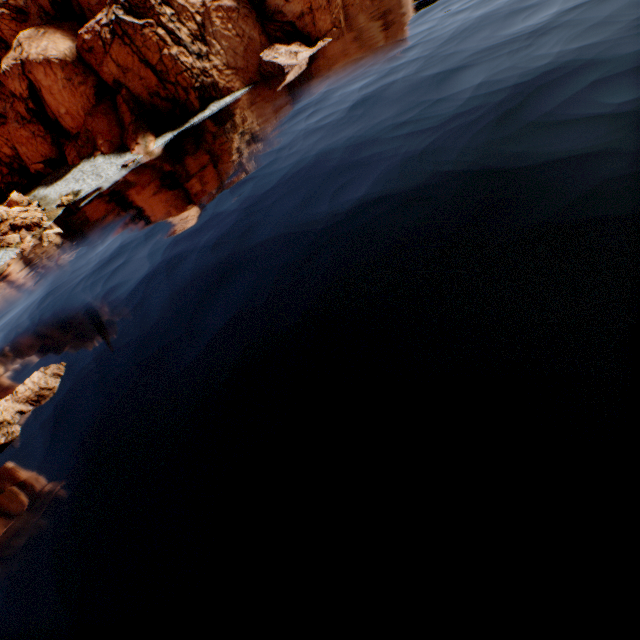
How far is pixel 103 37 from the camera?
44.16m

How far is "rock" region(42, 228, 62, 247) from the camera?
34.6 meters

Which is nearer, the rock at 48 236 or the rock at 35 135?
the rock at 48 236

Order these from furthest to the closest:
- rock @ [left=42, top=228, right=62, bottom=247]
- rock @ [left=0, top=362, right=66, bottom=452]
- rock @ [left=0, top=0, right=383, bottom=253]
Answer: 1. rock @ [left=0, top=0, right=383, bottom=253]
2. rock @ [left=42, top=228, right=62, bottom=247]
3. rock @ [left=0, top=362, right=66, bottom=452]

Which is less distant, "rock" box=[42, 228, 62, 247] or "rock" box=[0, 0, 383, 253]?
"rock" box=[42, 228, 62, 247]

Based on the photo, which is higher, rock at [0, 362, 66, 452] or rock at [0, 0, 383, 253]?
rock at [0, 0, 383, 253]

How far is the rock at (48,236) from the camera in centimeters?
3462cm

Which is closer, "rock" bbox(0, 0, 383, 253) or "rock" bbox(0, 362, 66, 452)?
"rock" bbox(0, 362, 66, 452)
